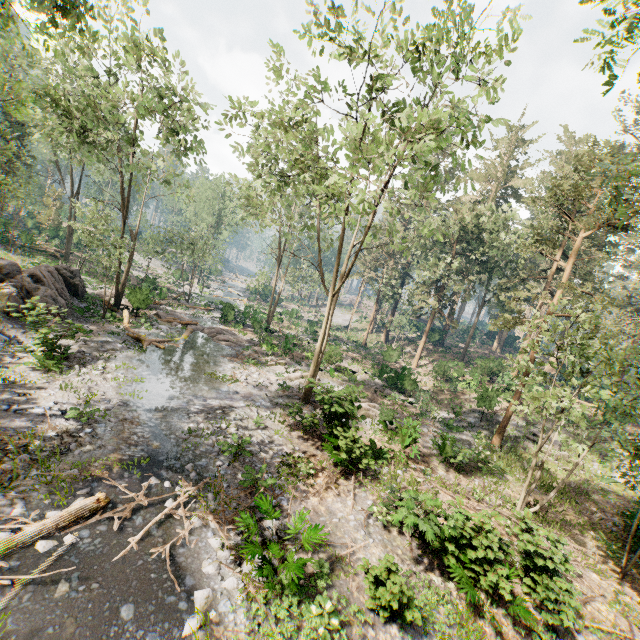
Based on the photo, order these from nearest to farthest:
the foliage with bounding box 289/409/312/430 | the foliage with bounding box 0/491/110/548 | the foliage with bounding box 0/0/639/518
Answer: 1. the foliage with bounding box 0/491/110/548
2. the foliage with bounding box 0/0/639/518
3. the foliage with bounding box 289/409/312/430

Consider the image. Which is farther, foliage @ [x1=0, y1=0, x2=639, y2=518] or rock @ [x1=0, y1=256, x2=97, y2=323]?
rock @ [x1=0, y1=256, x2=97, y2=323]

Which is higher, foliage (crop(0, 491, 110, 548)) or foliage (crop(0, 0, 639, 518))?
foliage (crop(0, 0, 639, 518))

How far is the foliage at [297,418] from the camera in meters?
15.0

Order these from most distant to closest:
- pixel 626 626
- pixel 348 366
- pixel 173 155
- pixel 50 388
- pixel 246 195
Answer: pixel 246 195 < pixel 348 366 < pixel 173 155 < pixel 50 388 < pixel 626 626

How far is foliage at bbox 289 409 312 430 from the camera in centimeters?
1502cm

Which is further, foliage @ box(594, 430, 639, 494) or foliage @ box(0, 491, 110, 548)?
foliage @ box(594, 430, 639, 494)

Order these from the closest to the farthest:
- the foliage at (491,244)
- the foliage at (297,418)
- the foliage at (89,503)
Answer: → the foliage at (89,503), the foliage at (491,244), the foliage at (297,418)
